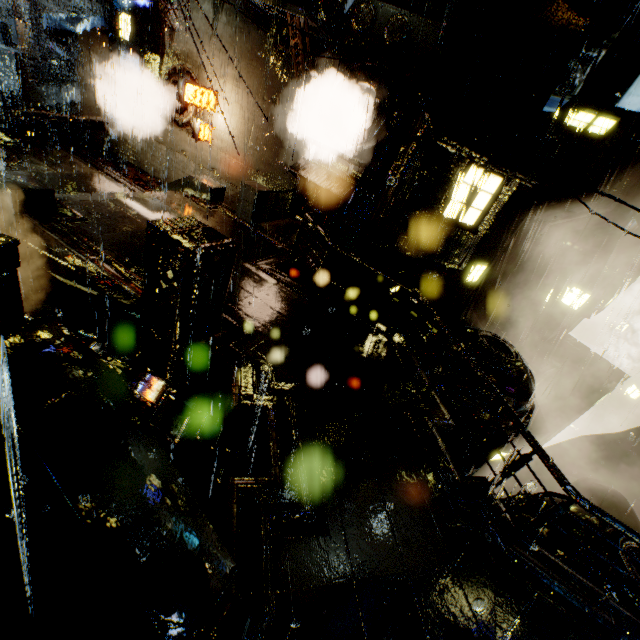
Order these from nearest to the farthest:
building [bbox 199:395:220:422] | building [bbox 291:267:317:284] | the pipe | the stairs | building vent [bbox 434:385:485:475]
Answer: the stairs < building [bbox 199:395:220:422] < building [bbox 291:267:317:284] < building vent [bbox 434:385:485:475] < the pipe

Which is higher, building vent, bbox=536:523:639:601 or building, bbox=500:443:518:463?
building vent, bbox=536:523:639:601

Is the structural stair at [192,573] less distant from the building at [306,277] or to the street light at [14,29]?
the building at [306,277]

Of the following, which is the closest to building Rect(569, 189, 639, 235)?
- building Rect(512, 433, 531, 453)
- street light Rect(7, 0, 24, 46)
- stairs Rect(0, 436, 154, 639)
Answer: street light Rect(7, 0, 24, 46)

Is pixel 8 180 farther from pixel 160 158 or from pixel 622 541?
pixel 622 541

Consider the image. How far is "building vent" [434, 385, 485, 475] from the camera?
13.81m

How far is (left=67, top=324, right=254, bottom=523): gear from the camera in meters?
4.6 m

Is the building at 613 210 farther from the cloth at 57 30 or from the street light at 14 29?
the street light at 14 29
